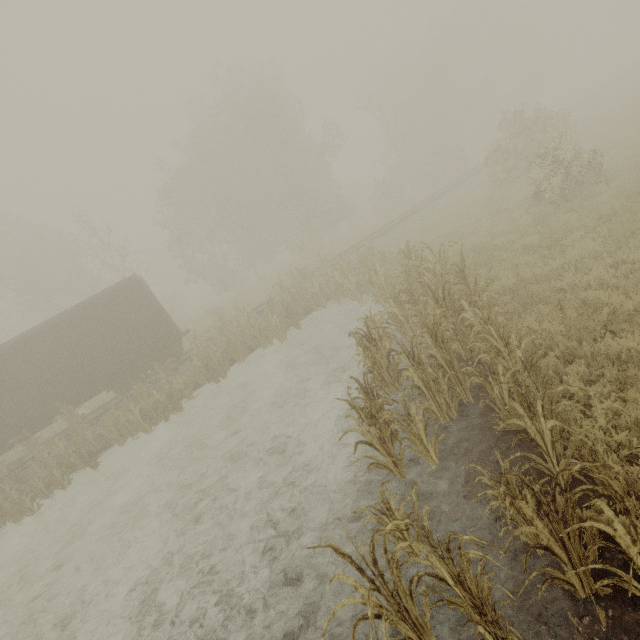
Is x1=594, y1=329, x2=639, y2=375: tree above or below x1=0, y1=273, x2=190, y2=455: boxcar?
below

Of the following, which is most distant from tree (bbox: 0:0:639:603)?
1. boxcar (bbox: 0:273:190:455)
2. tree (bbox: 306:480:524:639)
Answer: boxcar (bbox: 0:273:190:455)

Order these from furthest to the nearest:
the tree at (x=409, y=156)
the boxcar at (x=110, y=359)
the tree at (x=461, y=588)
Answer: the boxcar at (x=110, y=359), the tree at (x=409, y=156), the tree at (x=461, y=588)

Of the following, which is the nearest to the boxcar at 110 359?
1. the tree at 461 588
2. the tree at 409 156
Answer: the tree at 409 156

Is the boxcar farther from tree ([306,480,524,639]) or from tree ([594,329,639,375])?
tree ([306,480,524,639])

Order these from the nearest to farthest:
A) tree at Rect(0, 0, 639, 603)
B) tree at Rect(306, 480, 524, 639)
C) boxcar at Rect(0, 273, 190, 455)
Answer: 1. tree at Rect(306, 480, 524, 639)
2. tree at Rect(0, 0, 639, 603)
3. boxcar at Rect(0, 273, 190, 455)

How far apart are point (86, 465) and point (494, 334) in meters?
14.2 m
